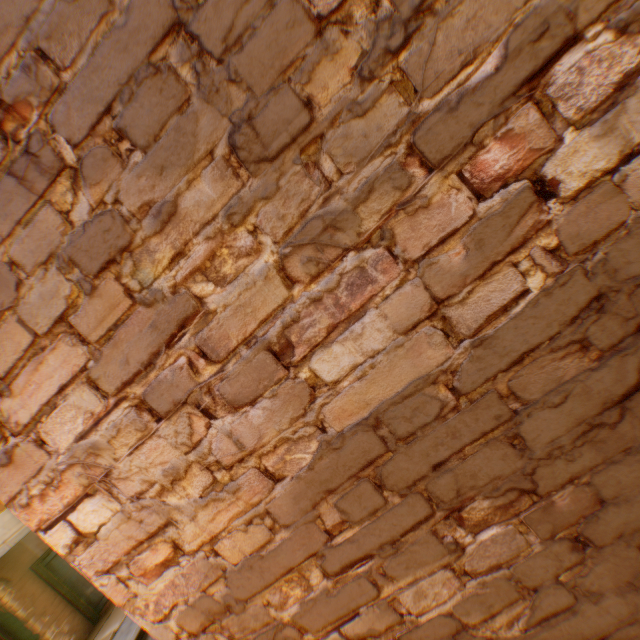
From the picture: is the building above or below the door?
above

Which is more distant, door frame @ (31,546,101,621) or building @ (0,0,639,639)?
door frame @ (31,546,101,621)

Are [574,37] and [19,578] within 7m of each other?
no

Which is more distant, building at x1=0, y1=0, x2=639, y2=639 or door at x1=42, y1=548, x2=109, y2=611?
door at x1=42, y1=548, x2=109, y2=611

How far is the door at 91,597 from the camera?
9.98m

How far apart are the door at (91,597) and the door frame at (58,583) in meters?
0.0

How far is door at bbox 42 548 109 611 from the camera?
9.98m

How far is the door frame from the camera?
9.6m
